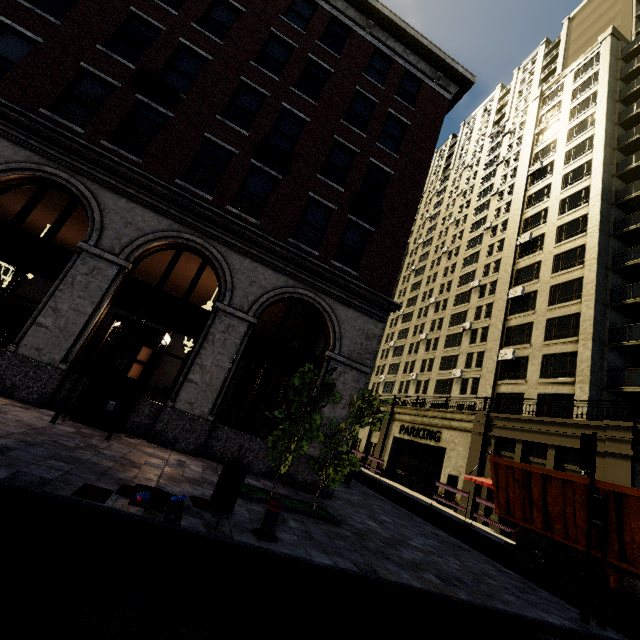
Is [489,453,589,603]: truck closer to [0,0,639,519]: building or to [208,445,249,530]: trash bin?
[0,0,639,519]: building

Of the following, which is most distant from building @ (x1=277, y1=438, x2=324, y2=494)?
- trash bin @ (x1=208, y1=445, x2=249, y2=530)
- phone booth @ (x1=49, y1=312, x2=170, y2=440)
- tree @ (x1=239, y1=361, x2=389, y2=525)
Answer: trash bin @ (x1=208, y1=445, x2=249, y2=530)

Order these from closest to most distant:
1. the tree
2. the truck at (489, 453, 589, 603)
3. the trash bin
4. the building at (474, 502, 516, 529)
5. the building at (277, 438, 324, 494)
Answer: the trash bin, the tree, the truck at (489, 453, 589, 603), the building at (277, 438, 324, 494), the building at (474, 502, 516, 529)

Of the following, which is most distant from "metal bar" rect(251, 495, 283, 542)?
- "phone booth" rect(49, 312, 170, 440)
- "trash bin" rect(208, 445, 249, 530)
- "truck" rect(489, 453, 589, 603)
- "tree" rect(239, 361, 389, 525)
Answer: "truck" rect(489, 453, 589, 603)

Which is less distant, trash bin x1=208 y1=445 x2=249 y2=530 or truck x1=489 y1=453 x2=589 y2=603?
trash bin x1=208 y1=445 x2=249 y2=530

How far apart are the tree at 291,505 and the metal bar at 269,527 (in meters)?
1.61

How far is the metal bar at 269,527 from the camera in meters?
4.9 m

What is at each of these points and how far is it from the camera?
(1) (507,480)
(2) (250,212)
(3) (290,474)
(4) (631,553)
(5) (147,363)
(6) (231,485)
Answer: (1) truck, 11.23m
(2) building, 14.74m
(3) building, 9.70m
(4) truck, 7.86m
(5) phone booth, 7.89m
(6) trash bin, 4.80m
